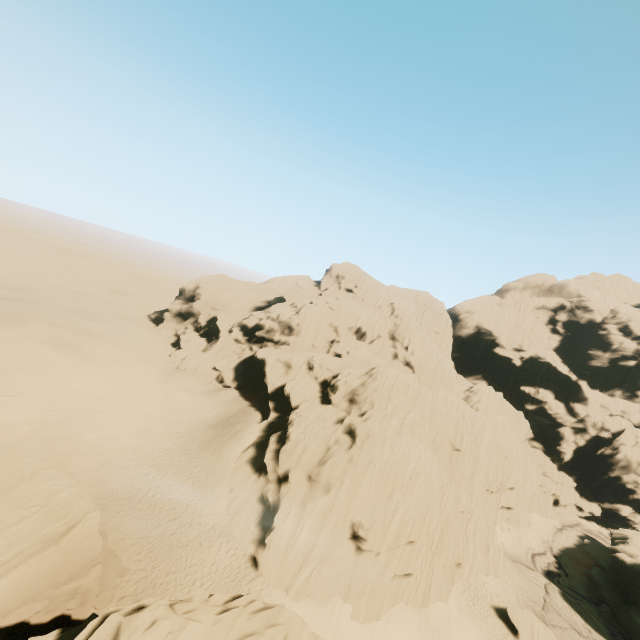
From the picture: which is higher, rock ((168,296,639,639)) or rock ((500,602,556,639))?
rock ((168,296,639,639))

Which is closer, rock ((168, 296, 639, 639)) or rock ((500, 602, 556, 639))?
rock ((168, 296, 639, 639))

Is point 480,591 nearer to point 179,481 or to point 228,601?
point 179,481

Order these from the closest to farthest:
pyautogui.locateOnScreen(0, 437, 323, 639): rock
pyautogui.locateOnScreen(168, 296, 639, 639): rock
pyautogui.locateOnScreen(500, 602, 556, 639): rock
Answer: pyautogui.locateOnScreen(0, 437, 323, 639): rock
pyautogui.locateOnScreen(168, 296, 639, 639): rock
pyautogui.locateOnScreen(500, 602, 556, 639): rock

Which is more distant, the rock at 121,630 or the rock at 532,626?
the rock at 532,626

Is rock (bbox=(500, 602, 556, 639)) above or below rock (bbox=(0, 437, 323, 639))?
below

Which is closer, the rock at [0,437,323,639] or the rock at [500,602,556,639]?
the rock at [0,437,323,639]
